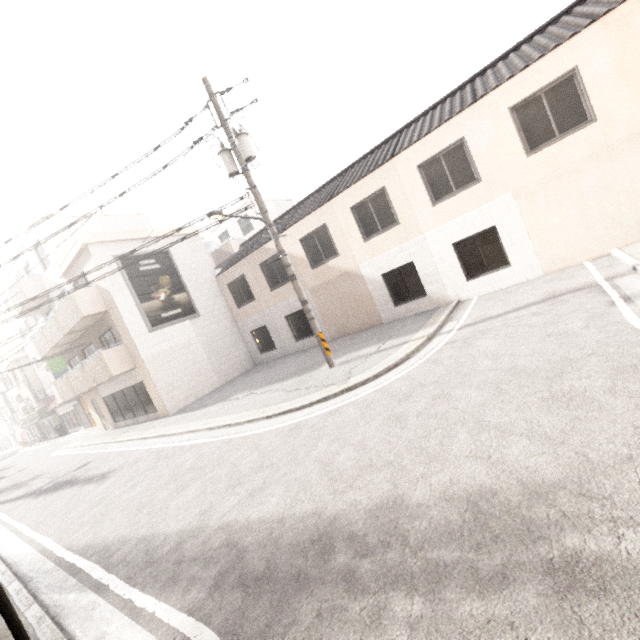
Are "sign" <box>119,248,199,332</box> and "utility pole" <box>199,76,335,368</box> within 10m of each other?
yes

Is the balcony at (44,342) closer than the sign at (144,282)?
Yes

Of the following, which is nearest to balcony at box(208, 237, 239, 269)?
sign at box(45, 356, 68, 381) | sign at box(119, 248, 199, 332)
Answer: sign at box(119, 248, 199, 332)

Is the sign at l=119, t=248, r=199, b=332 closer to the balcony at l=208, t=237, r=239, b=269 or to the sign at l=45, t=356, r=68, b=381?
the balcony at l=208, t=237, r=239, b=269

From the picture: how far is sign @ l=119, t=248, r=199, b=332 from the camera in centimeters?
1539cm

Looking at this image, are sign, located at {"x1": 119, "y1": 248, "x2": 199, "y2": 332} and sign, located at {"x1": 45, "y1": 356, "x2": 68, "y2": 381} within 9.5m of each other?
no

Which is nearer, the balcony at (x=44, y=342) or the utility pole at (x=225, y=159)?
the utility pole at (x=225, y=159)

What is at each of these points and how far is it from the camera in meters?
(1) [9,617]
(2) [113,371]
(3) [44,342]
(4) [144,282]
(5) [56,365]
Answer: (1) sign, 2.8 m
(2) balcony, 14.6 m
(3) balcony, 18.5 m
(4) sign, 15.9 m
(5) sign, 23.5 m
